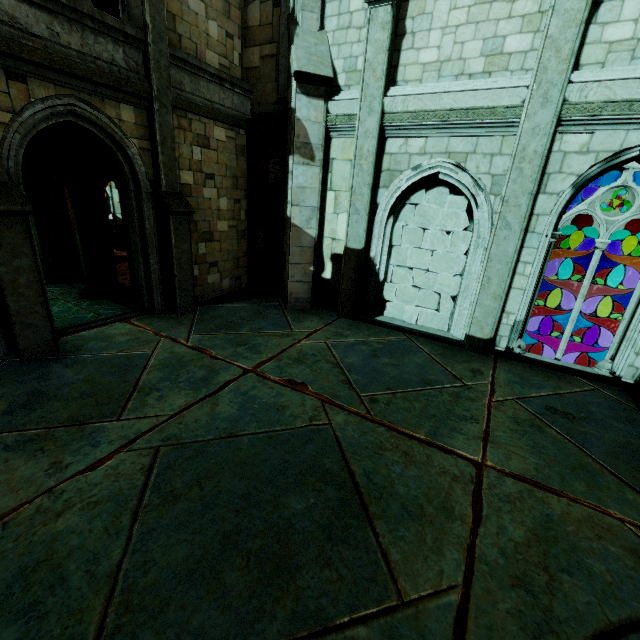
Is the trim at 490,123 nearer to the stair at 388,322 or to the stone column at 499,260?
the stone column at 499,260

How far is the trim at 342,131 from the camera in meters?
7.7

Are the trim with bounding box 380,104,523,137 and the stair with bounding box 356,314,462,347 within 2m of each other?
no

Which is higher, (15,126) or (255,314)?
(15,126)

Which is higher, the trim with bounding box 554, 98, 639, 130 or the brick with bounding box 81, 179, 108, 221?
the trim with bounding box 554, 98, 639, 130

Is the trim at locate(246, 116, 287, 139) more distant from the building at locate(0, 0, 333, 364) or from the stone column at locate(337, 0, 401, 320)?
the stone column at locate(337, 0, 401, 320)

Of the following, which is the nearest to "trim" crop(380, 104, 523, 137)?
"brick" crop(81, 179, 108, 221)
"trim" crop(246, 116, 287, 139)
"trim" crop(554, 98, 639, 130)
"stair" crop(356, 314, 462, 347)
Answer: "trim" crop(554, 98, 639, 130)

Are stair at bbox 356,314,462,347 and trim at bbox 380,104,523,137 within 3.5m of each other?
no
